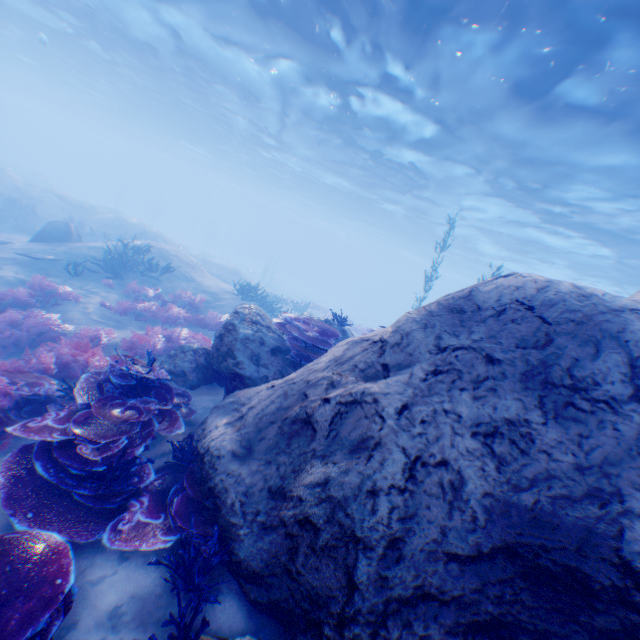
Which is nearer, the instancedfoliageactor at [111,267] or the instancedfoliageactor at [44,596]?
the instancedfoliageactor at [44,596]

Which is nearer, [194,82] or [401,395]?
[401,395]

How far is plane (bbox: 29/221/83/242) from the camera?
13.22m

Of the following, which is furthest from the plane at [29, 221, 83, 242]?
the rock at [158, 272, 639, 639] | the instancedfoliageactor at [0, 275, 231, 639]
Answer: the instancedfoliageactor at [0, 275, 231, 639]

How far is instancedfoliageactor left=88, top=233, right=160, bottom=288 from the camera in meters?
12.2

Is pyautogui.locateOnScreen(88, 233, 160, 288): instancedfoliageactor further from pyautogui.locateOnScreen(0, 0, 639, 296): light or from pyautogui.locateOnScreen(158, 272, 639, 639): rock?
pyautogui.locateOnScreen(0, 0, 639, 296): light

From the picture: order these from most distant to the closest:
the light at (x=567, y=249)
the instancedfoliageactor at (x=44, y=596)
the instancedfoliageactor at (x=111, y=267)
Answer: the instancedfoliageactor at (x=111, y=267) → the light at (x=567, y=249) → the instancedfoliageactor at (x=44, y=596)

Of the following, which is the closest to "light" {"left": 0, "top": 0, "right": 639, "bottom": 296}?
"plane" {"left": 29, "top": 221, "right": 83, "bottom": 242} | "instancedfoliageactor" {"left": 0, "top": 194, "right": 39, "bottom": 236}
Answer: "plane" {"left": 29, "top": 221, "right": 83, "bottom": 242}
